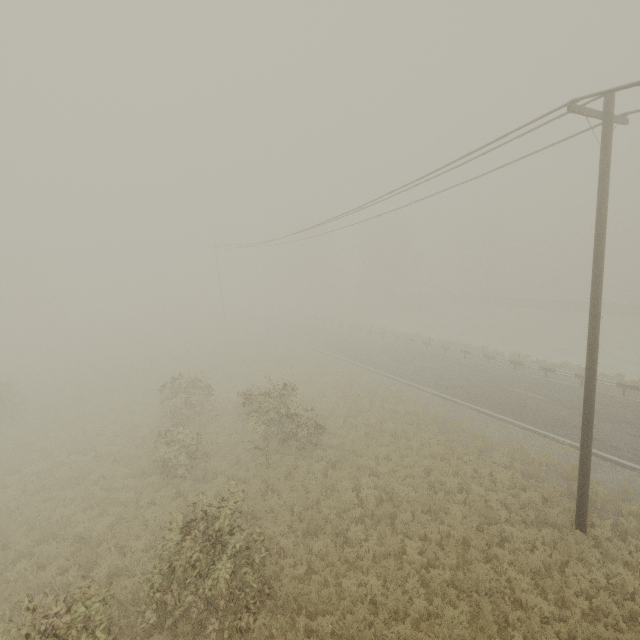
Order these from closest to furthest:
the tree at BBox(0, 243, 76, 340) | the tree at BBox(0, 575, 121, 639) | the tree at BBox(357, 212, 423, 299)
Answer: the tree at BBox(0, 575, 121, 639) < the tree at BBox(0, 243, 76, 340) < the tree at BBox(357, 212, 423, 299)

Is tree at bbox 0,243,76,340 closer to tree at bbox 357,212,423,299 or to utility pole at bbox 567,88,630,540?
tree at bbox 357,212,423,299

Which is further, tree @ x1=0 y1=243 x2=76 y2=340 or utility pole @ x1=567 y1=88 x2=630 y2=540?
tree @ x1=0 y1=243 x2=76 y2=340

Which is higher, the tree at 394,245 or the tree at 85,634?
the tree at 394,245

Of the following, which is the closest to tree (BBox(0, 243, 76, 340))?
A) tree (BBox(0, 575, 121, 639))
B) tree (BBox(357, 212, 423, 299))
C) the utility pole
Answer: tree (BBox(357, 212, 423, 299))

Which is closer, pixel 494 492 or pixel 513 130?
pixel 513 130

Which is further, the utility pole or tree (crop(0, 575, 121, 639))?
the utility pole

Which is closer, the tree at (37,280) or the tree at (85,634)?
the tree at (85,634)
